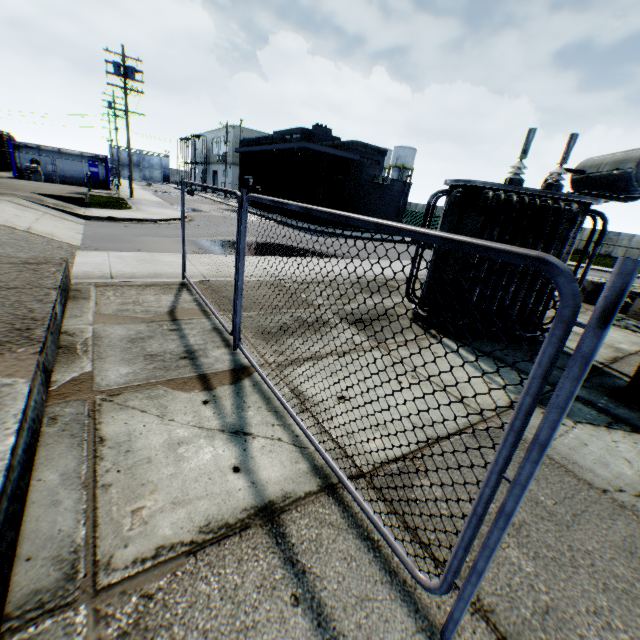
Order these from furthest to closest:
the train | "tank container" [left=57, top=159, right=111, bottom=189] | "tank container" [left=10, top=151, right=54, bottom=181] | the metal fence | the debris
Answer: the train < "tank container" [left=57, top=159, right=111, bottom=189] < "tank container" [left=10, top=151, right=54, bottom=181] < the debris < the metal fence

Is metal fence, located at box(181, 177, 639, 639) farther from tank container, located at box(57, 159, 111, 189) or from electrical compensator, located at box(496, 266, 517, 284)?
tank container, located at box(57, 159, 111, 189)

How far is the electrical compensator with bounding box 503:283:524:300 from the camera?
6.0 meters

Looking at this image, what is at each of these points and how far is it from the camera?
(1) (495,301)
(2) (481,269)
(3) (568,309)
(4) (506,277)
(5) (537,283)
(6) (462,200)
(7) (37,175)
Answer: (1) electrical compensator, 6.1 meters
(2) electrical compensator, 6.0 meters
(3) metal fence, 1.2 meters
(4) electrical compensator, 6.5 meters
(5) electrical compensator, 5.9 meters
(6) electrical compensator, 6.2 meters
(7) gas meter pipe, 24.6 meters

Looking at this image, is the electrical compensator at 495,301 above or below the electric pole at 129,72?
below

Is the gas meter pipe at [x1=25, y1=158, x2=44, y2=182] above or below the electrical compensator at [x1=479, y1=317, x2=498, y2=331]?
above

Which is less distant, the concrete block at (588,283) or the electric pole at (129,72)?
the concrete block at (588,283)
